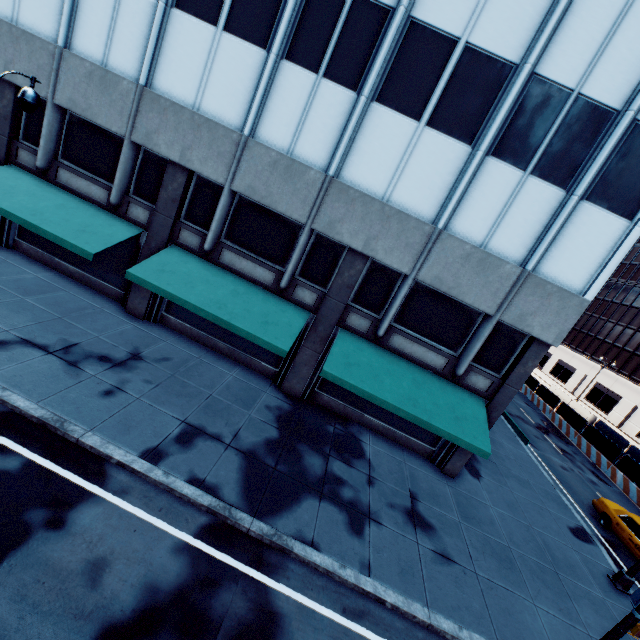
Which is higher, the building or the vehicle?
the building

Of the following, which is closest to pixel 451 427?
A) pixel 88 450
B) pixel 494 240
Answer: pixel 494 240

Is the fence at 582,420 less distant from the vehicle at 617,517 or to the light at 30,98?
the vehicle at 617,517

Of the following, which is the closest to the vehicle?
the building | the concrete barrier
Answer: the concrete barrier

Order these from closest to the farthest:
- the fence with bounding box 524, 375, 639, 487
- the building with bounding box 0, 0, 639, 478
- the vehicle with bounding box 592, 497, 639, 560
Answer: the building with bounding box 0, 0, 639, 478, the vehicle with bounding box 592, 497, 639, 560, the fence with bounding box 524, 375, 639, 487

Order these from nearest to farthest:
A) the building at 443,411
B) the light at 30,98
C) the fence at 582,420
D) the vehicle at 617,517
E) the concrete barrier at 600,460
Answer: the light at 30,98 → the building at 443,411 → the vehicle at 617,517 → the concrete barrier at 600,460 → the fence at 582,420

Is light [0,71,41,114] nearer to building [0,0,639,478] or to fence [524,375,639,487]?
building [0,0,639,478]

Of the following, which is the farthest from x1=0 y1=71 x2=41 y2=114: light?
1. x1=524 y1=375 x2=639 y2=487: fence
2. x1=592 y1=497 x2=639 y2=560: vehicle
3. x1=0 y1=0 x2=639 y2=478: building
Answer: x1=524 y1=375 x2=639 y2=487: fence
